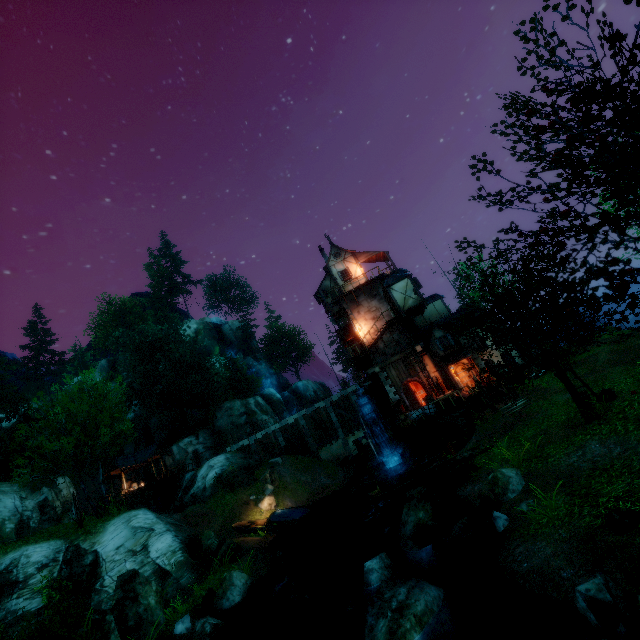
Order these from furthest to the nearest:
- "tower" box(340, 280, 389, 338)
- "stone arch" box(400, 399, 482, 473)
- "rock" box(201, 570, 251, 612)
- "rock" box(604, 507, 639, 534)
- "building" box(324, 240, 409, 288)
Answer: "building" box(324, 240, 409, 288)
"tower" box(340, 280, 389, 338)
"stone arch" box(400, 399, 482, 473)
"rock" box(201, 570, 251, 612)
"rock" box(604, 507, 639, 534)

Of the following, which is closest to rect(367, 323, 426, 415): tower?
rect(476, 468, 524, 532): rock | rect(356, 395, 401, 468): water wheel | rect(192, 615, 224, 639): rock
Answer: rect(356, 395, 401, 468): water wheel

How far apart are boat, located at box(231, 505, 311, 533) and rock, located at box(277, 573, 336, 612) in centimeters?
1218cm

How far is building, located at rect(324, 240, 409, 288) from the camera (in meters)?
31.01

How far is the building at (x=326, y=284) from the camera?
32.9m

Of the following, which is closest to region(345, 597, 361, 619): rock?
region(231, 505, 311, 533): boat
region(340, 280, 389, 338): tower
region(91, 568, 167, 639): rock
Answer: region(91, 568, 167, 639): rock

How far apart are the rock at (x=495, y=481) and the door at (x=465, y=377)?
15.5 meters

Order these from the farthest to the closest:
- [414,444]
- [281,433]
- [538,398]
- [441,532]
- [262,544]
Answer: [281,433] < [414,444] < [262,544] < [538,398] < [441,532]
